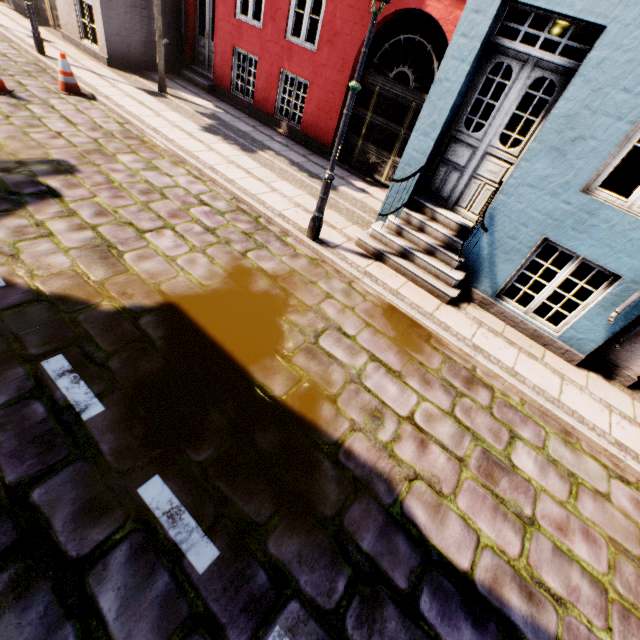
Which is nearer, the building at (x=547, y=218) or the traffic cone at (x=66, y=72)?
the building at (x=547, y=218)

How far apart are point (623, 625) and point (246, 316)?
4.5 meters

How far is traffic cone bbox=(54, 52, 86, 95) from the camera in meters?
7.2

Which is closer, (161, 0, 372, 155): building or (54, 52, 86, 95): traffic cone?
(54, 52, 86, 95): traffic cone

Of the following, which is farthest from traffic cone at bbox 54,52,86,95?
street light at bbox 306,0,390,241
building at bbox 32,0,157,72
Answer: street light at bbox 306,0,390,241

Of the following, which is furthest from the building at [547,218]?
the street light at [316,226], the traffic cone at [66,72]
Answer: the traffic cone at [66,72]

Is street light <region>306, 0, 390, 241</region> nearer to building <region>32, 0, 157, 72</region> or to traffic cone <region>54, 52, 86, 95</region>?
building <region>32, 0, 157, 72</region>
